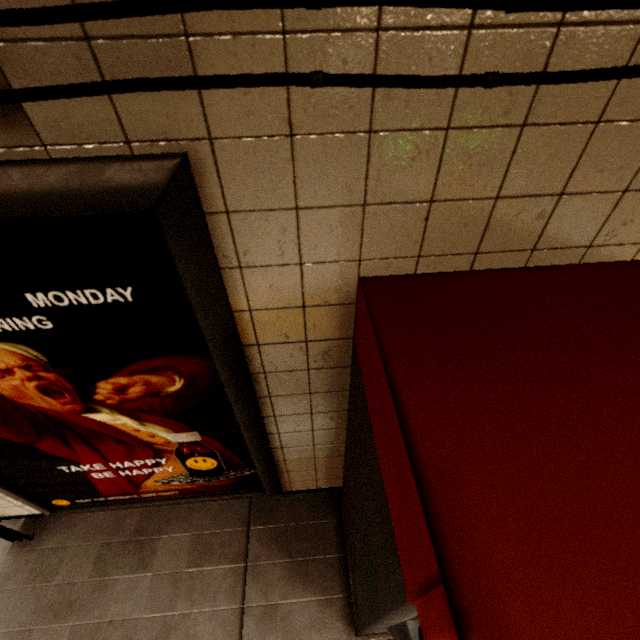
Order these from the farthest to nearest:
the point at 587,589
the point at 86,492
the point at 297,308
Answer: the point at 86,492 → the point at 297,308 → the point at 587,589

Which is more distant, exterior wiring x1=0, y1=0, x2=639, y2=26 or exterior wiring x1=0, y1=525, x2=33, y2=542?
exterior wiring x1=0, y1=525, x2=33, y2=542

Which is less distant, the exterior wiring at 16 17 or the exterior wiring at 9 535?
the exterior wiring at 16 17

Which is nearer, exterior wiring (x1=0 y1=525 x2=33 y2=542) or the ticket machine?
the ticket machine

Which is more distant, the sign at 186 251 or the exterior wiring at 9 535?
the exterior wiring at 9 535

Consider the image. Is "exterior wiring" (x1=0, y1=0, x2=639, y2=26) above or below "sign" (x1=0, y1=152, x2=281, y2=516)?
above
